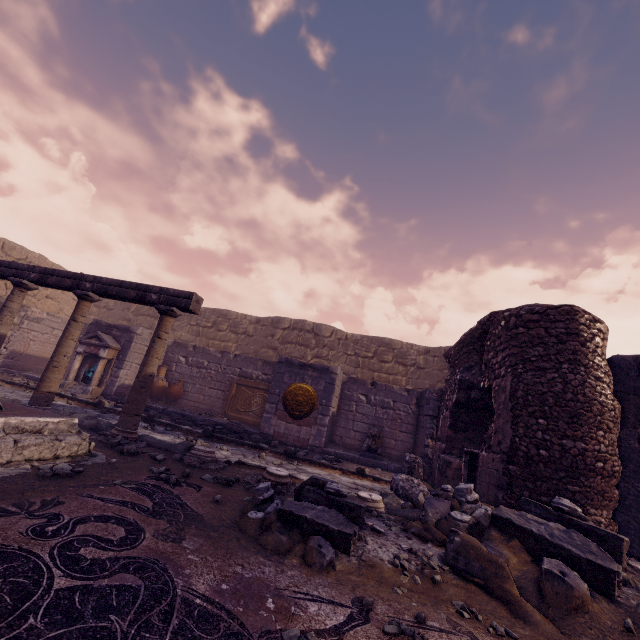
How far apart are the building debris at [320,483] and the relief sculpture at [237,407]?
6.89m

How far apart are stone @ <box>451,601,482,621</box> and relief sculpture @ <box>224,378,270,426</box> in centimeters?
910cm

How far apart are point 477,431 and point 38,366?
15.37m

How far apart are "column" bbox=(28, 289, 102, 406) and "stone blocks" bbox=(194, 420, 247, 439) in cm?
316

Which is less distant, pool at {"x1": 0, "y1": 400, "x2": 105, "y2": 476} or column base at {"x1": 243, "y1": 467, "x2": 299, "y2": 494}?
pool at {"x1": 0, "y1": 400, "x2": 105, "y2": 476}

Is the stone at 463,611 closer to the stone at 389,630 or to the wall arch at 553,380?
the stone at 389,630

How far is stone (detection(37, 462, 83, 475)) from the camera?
3.2m

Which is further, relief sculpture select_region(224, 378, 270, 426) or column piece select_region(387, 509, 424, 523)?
relief sculpture select_region(224, 378, 270, 426)
